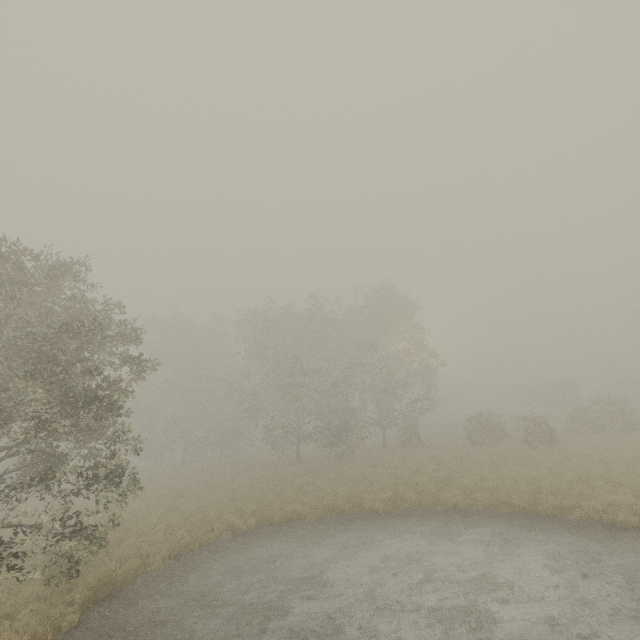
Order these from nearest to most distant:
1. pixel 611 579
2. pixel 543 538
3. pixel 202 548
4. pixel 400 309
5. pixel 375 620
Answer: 1. pixel 375 620
2. pixel 611 579
3. pixel 543 538
4. pixel 202 548
5. pixel 400 309

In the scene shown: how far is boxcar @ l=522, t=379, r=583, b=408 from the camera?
47.1 meters

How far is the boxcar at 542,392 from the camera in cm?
4706
